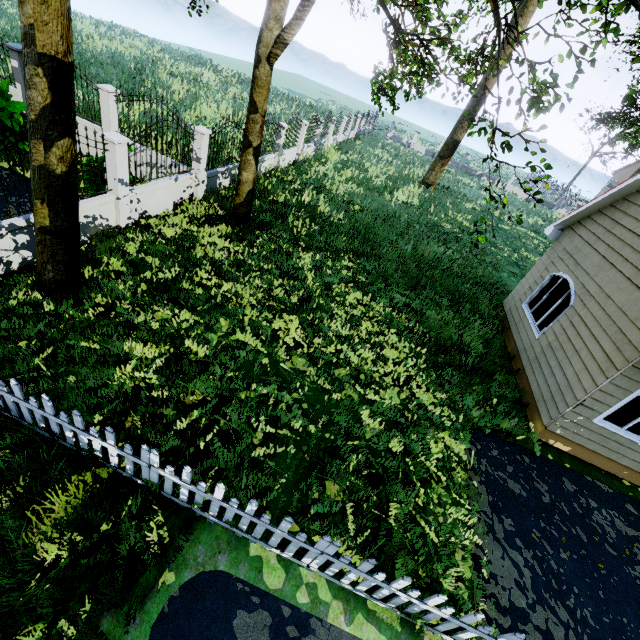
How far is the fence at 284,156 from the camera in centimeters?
1520cm

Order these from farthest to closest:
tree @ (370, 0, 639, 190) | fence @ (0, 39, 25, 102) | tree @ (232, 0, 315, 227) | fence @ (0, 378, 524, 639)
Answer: fence @ (0, 39, 25, 102)
tree @ (232, 0, 315, 227)
tree @ (370, 0, 639, 190)
fence @ (0, 378, 524, 639)

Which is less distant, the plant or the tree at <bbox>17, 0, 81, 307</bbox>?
the tree at <bbox>17, 0, 81, 307</bbox>

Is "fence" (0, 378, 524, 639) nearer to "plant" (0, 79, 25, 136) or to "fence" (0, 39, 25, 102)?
"fence" (0, 39, 25, 102)

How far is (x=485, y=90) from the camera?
20.0m

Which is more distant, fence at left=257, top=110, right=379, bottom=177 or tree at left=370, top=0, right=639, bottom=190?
fence at left=257, top=110, right=379, bottom=177

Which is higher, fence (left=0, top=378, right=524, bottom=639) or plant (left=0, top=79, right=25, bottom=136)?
plant (left=0, top=79, right=25, bottom=136)

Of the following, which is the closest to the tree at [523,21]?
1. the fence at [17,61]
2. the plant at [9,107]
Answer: the fence at [17,61]
